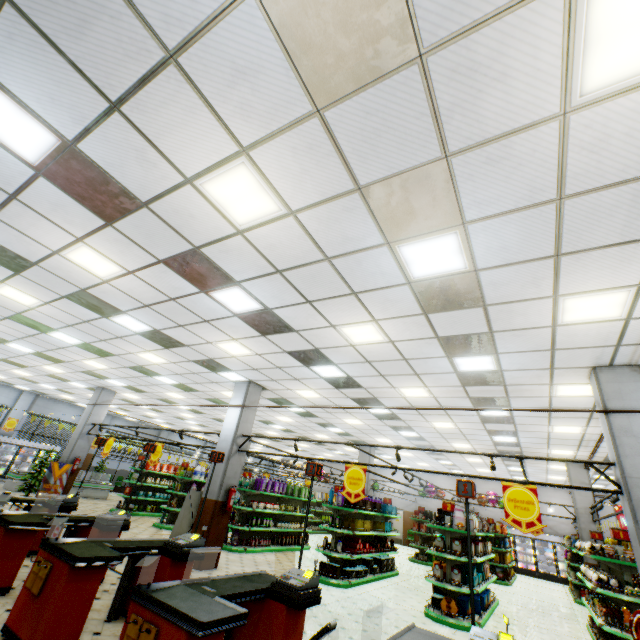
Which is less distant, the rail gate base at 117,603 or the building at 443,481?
the rail gate base at 117,603

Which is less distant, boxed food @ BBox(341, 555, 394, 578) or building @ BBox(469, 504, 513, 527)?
boxed food @ BBox(341, 555, 394, 578)

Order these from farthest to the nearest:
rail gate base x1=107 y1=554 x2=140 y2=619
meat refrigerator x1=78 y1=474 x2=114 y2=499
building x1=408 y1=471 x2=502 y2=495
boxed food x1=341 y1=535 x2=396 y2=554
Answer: building x1=408 y1=471 x2=502 y2=495 → meat refrigerator x1=78 y1=474 x2=114 y2=499 → boxed food x1=341 y1=535 x2=396 y2=554 → rail gate base x1=107 y1=554 x2=140 y2=619

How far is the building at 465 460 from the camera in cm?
1605

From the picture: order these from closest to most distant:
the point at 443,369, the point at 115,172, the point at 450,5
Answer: the point at 450,5, the point at 115,172, the point at 443,369

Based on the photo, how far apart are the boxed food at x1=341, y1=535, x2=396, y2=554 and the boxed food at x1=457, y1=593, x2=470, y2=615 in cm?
288

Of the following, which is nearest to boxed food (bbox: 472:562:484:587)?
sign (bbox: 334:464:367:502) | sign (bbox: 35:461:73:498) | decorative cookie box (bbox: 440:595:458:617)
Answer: decorative cookie box (bbox: 440:595:458:617)

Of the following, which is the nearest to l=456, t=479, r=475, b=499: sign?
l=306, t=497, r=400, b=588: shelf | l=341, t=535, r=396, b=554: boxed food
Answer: l=306, t=497, r=400, b=588: shelf
